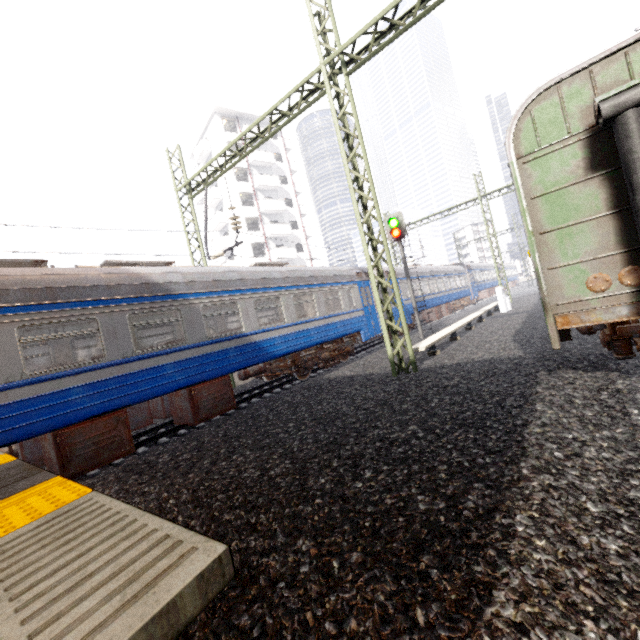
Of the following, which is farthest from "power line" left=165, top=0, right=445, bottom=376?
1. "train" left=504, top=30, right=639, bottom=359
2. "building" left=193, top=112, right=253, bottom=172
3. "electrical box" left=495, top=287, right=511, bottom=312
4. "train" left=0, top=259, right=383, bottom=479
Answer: "building" left=193, top=112, right=253, bottom=172

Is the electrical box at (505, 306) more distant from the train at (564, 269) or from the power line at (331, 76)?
the power line at (331, 76)

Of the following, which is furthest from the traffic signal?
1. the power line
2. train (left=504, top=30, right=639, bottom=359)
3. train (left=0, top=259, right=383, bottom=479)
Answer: the power line

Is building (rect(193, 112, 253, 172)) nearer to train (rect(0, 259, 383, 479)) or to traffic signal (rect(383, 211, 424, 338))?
train (rect(0, 259, 383, 479))

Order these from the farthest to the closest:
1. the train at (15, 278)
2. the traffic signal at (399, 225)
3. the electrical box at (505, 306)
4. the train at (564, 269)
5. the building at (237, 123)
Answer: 1. the building at (237, 123)
2. the electrical box at (505, 306)
3. the traffic signal at (399, 225)
4. the train at (15, 278)
5. the train at (564, 269)

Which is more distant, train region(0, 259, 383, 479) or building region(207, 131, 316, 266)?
building region(207, 131, 316, 266)

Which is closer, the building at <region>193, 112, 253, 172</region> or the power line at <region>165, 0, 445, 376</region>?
the power line at <region>165, 0, 445, 376</region>

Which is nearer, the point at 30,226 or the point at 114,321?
the point at 114,321
